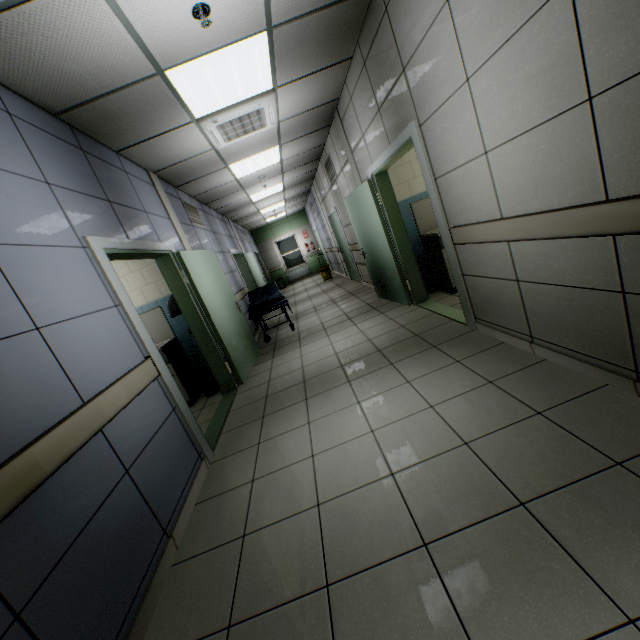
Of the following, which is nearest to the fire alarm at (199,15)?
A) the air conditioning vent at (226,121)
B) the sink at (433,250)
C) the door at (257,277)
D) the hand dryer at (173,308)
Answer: the air conditioning vent at (226,121)

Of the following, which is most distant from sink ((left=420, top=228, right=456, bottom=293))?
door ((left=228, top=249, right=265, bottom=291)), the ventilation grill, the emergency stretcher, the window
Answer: the window

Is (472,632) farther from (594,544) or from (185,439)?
(185,439)

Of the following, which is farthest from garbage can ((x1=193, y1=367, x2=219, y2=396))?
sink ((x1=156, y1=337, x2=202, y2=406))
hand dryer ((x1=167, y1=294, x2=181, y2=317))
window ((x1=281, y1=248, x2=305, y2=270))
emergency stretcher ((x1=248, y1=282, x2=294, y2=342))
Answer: window ((x1=281, y1=248, x2=305, y2=270))

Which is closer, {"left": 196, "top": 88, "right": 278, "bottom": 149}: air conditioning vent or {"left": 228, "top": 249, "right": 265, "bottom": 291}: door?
{"left": 196, "top": 88, "right": 278, "bottom": 149}: air conditioning vent

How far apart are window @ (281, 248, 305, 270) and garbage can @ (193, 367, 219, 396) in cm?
1256

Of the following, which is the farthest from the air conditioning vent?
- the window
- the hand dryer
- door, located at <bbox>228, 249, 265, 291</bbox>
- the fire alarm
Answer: the window

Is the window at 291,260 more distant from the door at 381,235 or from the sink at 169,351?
the sink at 169,351
